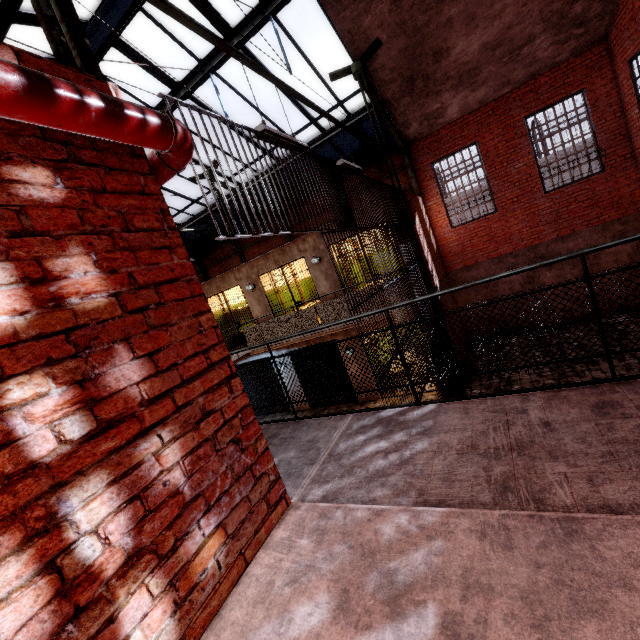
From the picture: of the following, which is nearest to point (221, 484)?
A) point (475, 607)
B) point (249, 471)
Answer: point (249, 471)

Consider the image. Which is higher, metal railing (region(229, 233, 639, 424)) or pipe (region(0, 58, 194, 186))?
pipe (region(0, 58, 194, 186))

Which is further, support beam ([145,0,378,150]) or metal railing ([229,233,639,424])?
support beam ([145,0,378,150])

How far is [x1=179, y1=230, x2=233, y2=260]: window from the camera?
15.9m

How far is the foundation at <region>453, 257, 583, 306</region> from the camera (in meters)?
10.89

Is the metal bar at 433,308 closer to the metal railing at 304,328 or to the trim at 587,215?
the metal railing at 304,328

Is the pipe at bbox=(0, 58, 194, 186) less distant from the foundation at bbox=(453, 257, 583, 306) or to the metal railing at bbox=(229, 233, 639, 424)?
the metal railing at bbox=(229, 233, 639, 424)

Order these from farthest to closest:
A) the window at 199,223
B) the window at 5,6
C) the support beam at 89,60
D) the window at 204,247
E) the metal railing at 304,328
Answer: the window at 204,247 → the window at 199,223 → the window at 5,6 → the metal railing at 304,328 → the support beam at 89,60
